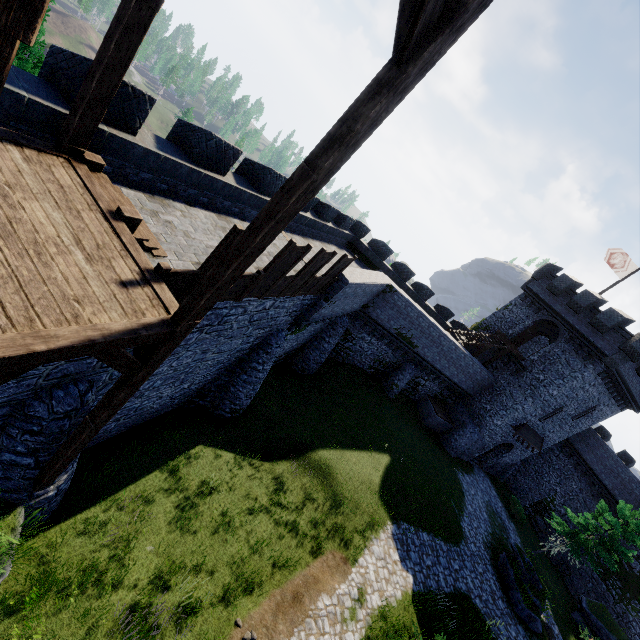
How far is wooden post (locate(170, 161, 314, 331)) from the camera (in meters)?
3.86

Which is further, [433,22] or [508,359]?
[508,359]

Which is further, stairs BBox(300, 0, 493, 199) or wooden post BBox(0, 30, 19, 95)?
stairs BBox(300, 0, 493, 199)

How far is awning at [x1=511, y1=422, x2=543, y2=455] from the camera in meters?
28.0 m

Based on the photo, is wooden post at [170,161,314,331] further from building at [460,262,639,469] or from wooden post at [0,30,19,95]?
building at [460,262,639,469]

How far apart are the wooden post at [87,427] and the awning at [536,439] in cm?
3083

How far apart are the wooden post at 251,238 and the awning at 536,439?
30.82m

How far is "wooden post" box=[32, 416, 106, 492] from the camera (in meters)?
6.14
